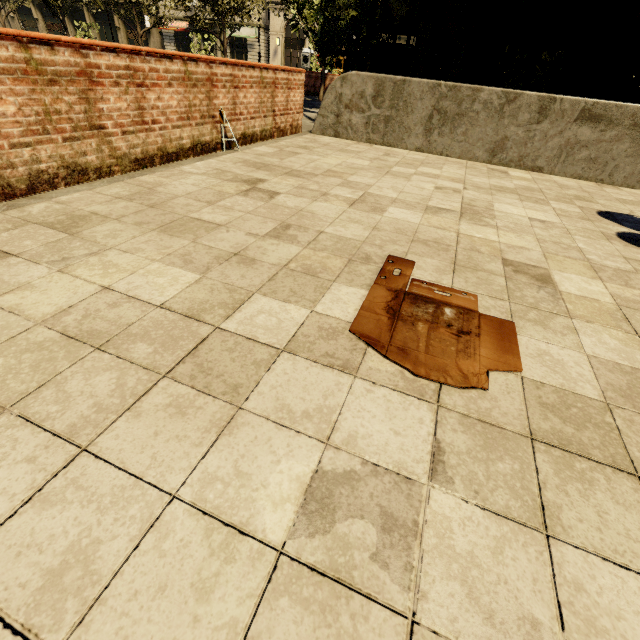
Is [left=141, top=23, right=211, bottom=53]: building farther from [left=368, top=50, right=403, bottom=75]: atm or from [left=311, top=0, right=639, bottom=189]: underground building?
[left=311, top=0, right=639, bottom=189]: underground building

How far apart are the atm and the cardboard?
21.7 meters

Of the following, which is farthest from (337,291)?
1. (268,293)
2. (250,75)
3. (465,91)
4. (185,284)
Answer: (465,91)

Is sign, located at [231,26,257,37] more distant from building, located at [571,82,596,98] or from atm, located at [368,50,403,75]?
atm, located at [368,50,403,75]

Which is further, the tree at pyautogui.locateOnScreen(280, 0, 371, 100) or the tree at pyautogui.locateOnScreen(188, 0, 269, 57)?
the tree at pyautogui.locateOnScreen(188, 0, 269, 57)

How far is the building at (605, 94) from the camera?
29.38m

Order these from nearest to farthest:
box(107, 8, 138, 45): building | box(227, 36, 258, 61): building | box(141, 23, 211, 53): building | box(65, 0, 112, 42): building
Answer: box(227, 36, 258, 61): building, box(141, 23, 211, 53): building, box(107, 8, 138, 45): building, box(65, 0, 112, 42): building
